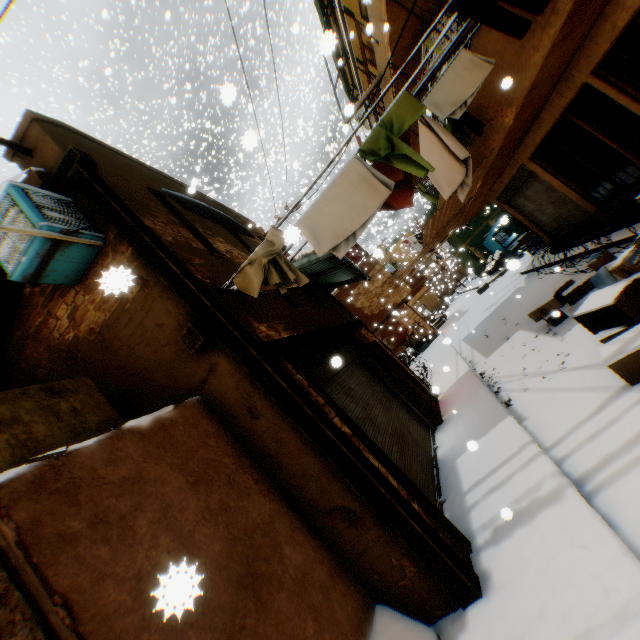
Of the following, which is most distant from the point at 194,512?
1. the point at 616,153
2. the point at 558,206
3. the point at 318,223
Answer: the point at 558,206

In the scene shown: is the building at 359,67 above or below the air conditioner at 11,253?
above

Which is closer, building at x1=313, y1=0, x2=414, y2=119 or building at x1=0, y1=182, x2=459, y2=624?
building at x1=0, y1=182, x2=459, y2=624

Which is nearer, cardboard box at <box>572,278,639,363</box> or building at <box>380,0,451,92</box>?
cardboard box at <box>572,278,639,363</box>

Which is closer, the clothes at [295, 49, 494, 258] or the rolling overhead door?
the clothes at [295, 49, 494, 258]

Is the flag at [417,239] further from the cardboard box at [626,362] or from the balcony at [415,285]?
the cardboard box at [626,362]

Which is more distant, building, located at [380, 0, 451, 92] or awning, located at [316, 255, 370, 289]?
awning, located at [316, 255, 370, 289]

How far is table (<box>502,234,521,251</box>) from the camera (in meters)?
20.82
